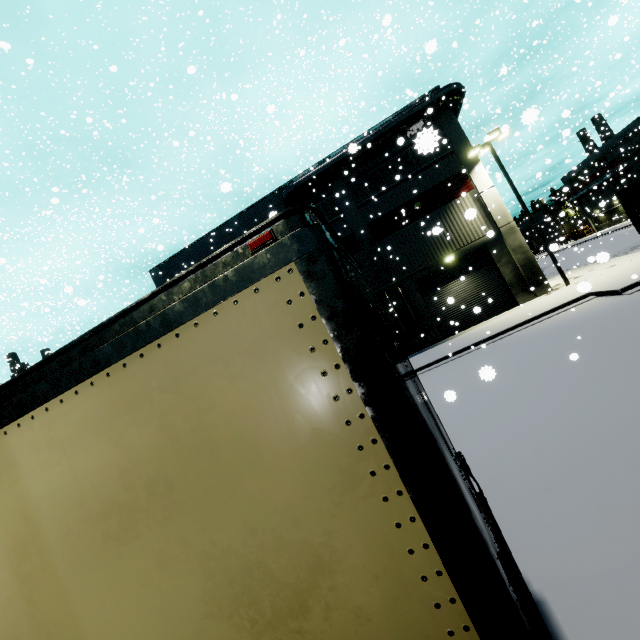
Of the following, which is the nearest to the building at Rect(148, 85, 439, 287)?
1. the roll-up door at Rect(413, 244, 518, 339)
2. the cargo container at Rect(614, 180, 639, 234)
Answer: the roll-up door at Rect(413, 244, 518, 339)

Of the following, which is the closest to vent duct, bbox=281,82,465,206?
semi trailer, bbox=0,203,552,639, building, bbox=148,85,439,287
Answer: building, bbox=148,85,439,287

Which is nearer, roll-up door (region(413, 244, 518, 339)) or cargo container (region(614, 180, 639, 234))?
cargo container (region(614, 180, 639, 234))

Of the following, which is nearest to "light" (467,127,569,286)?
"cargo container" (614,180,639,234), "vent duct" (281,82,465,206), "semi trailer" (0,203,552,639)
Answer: "semi trailer" (0,203,552,639)

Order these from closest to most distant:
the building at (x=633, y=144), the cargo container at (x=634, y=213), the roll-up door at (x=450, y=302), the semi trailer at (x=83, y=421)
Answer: the semi trailer at (x=83, y=421)
the cargo container at (x=634, y=213)
the roll-up door at (x=450, y=302)
the building at (x=633, y=144)

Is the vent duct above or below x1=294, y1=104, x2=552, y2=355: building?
above

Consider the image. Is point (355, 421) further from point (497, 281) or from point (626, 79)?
point (626, 79)

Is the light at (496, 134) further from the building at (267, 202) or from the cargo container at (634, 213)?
the cargo container at (634, 213)
